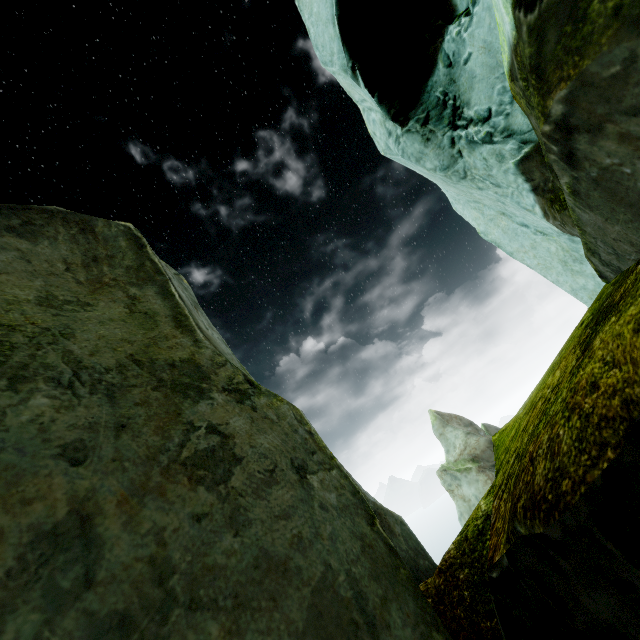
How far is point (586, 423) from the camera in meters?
0.7
